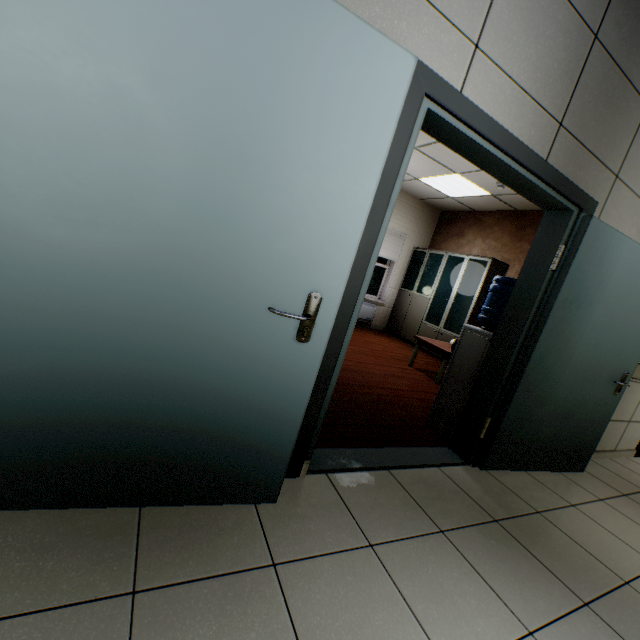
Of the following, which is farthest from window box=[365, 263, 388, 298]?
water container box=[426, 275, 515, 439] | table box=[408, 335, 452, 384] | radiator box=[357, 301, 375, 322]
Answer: water container box=[426, 275, 515, 439]

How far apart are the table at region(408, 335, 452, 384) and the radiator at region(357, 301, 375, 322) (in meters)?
2.47

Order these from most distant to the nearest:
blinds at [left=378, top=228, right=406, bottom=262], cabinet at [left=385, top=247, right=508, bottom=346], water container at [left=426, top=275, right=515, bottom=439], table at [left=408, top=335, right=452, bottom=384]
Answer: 1. blinds at [left=378, top=228, right=406, bottom=262]
2. cabinet at [left=385, top=247, right=508, bottom=346]
3. table at [left=408, top=335, right=452, bottom=384]
4. water container at [left=426, top=275, right=515, bottom=439]

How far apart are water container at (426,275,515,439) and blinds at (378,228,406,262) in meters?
4.5 m

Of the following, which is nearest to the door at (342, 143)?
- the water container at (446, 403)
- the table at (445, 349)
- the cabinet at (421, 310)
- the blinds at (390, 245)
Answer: the water container at (446, 403)

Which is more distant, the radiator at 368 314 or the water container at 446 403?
the radiator at 368 314

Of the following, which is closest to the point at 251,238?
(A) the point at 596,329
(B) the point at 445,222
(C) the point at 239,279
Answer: (C) the point at 239,279

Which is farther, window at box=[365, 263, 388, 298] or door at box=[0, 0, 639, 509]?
window at box=[365, 263, 388, 298]
